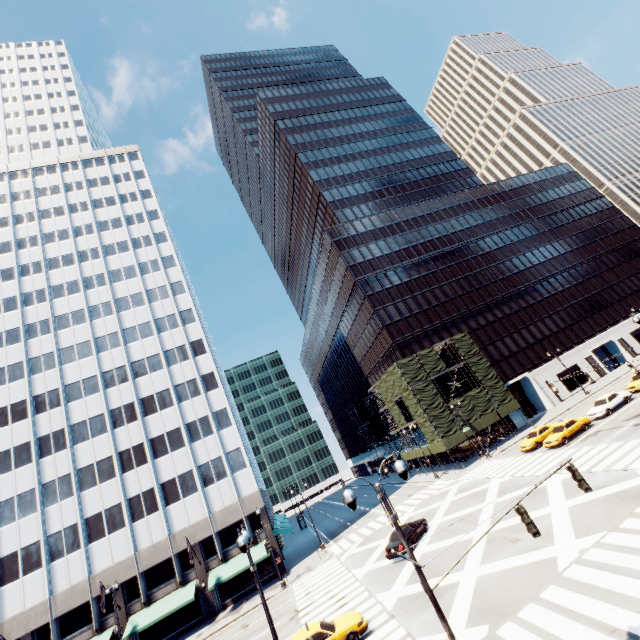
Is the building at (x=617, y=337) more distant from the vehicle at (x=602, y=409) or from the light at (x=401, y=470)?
the light at (x=401, y=470)

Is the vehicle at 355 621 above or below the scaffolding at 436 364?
below

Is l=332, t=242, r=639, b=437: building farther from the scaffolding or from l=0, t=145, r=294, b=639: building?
l=0, t=145, r=294, b=639: building

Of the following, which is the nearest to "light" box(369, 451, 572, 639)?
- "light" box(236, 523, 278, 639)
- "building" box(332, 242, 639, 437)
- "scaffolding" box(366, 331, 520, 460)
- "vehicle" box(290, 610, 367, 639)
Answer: "light" box(236, 523, 278, 639)

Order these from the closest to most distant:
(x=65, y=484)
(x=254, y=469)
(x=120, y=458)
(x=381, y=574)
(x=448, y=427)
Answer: (x=381, y=574) < (x=65, y=484) < (x=120, y=458) < (x=448, y=427) < (x=254, y=469)

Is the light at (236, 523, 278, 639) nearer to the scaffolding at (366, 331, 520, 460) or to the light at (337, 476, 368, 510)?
the light at (337, 476, 368, 510)

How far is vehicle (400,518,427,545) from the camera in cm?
2439

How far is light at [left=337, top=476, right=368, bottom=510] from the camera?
9.3m
